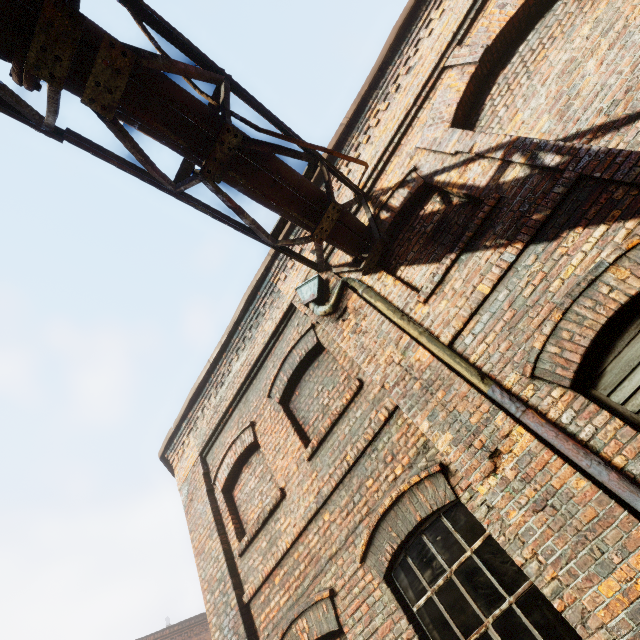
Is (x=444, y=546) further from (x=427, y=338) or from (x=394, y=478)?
(x=427, y=338)
